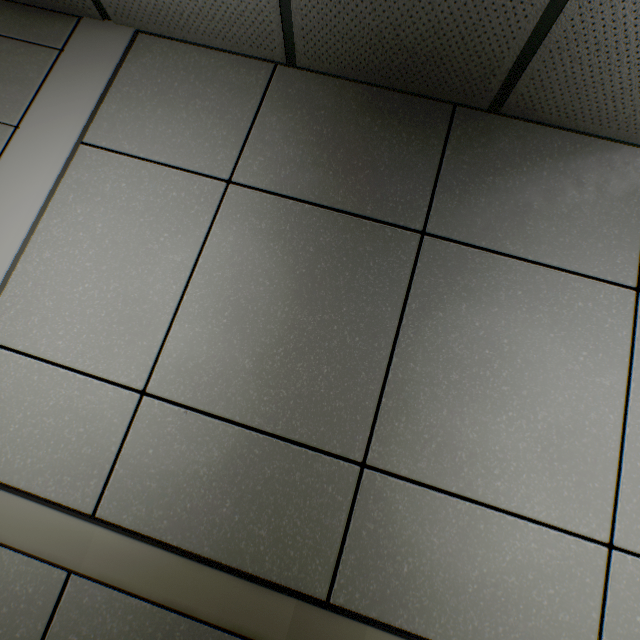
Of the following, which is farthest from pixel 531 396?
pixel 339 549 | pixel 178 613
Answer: pixel 178 613
